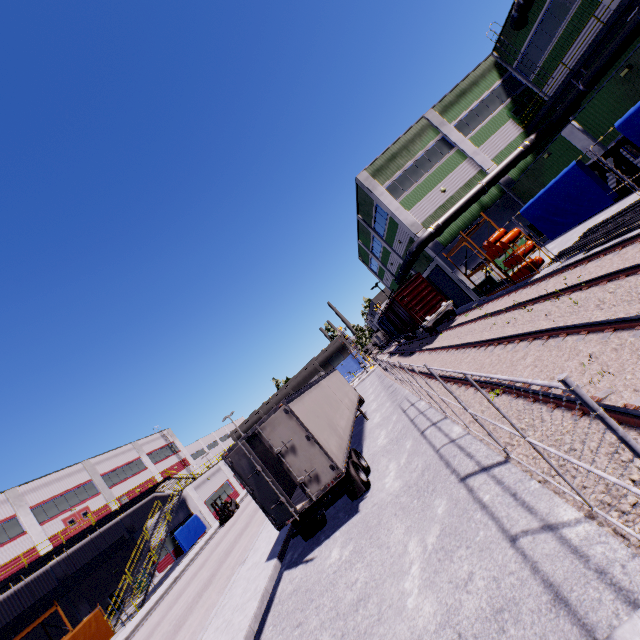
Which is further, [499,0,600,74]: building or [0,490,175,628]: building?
[0,490,175,628]: building

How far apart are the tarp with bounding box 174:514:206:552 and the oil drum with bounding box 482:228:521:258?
34.6 meters

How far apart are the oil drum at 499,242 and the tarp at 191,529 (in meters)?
34.60

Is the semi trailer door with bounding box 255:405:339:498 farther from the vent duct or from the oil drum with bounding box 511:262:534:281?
the oil drum with bounding box 511:262:534:281

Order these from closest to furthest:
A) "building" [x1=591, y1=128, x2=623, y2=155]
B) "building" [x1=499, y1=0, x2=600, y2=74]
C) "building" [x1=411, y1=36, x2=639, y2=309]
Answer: "building" [x1=411, y1=36, x2=639, y2=309], "building" [x1=591, y1=128, x2=623, y2=155], "building" [x1=499, y1=0, x2=600, y2=74]

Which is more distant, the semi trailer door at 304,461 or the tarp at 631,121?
the semi trailer door at 304,461

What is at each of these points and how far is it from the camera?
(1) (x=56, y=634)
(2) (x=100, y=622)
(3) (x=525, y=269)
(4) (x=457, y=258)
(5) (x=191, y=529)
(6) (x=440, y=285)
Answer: (1) building, 24.69m
(2) tarp, 20.06m
(3) oil drum, 18.08m
(4) building, 26.88m
(5) tarp, 31.23m
(6) roll-up door, 32.62m

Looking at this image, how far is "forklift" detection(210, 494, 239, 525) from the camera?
29.44m
